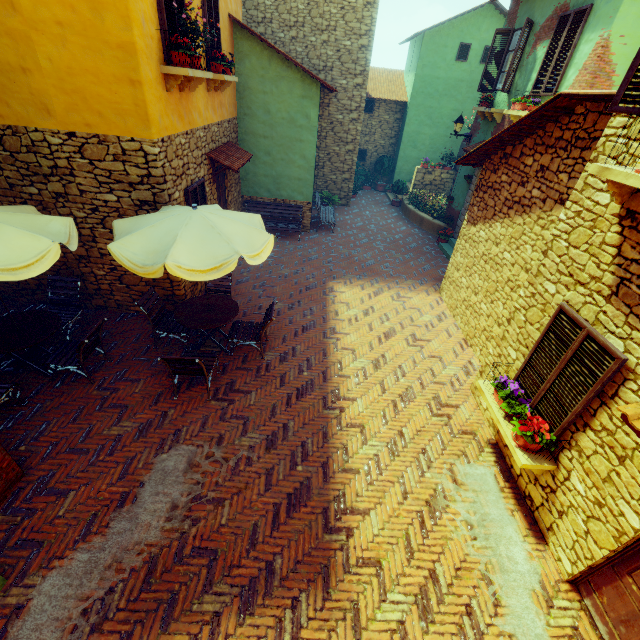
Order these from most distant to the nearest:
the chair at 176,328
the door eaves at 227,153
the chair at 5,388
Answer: the door eaves at 227,153
the chair at 176,328
the chair at 5,388

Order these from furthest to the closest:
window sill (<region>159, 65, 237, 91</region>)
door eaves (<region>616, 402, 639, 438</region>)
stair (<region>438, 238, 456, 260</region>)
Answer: stair (<region>438, 238, 456, 260</region>) → window sill (<region>159, 65, 237, 91</region>) → door eaves (<region>616, 402, 639, 438</region>)

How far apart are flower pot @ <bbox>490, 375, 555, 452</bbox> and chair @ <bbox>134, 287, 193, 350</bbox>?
5.7 meters

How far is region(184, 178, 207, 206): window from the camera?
6.88m

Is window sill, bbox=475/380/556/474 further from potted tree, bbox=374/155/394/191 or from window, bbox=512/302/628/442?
potted tree, bbox=374/155/394/191

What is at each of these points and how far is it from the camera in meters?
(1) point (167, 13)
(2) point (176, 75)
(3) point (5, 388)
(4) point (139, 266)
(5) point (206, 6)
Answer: (1) window, 5.4 m
(2) window sill, 5.6 m
(3) chair, 4.9 m
(4) table, 4.5 m
(5) window, 7.0 m

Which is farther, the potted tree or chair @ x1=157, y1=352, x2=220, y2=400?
the potted tree

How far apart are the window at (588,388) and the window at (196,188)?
7.0 meters
